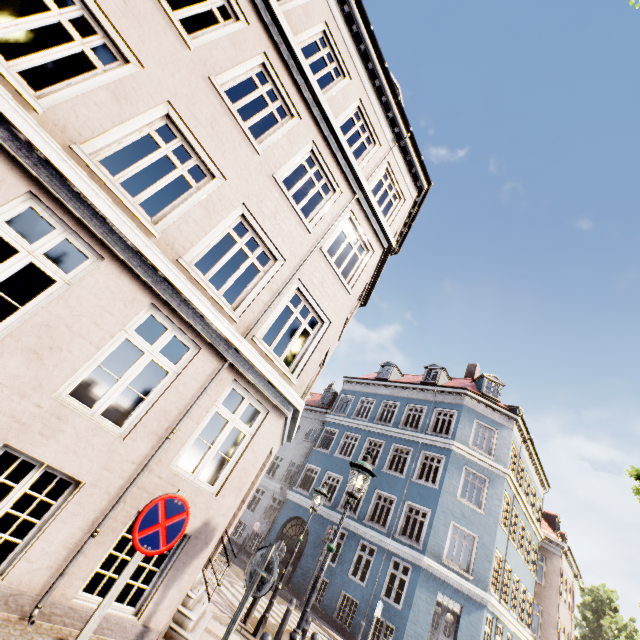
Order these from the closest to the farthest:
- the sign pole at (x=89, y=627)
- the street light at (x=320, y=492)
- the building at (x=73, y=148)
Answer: the sign pole at (x=89, y=627) → the building at (x=73, y=148) → the street light at (x=320, y=492)

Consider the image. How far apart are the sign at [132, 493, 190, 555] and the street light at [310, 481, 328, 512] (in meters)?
7.00

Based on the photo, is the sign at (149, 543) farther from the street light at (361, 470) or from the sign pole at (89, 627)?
the street light at (361, 470)

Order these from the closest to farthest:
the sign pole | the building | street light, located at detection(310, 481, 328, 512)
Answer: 1. the sign pole
2. the building
3. street light, located at detection(310, 481, 328, 512)

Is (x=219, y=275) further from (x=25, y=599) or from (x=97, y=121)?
(x=25, y=599)

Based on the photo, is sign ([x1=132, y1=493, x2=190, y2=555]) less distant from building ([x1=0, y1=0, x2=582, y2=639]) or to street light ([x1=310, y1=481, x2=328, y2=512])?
A: building ([x1=0, y1=0, x2=582, y2=639])

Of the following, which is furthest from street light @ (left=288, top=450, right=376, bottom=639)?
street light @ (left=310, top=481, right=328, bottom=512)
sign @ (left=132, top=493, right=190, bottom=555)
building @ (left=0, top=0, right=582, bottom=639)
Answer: street light @ (left=310, top=481, right=328, bottom=512)

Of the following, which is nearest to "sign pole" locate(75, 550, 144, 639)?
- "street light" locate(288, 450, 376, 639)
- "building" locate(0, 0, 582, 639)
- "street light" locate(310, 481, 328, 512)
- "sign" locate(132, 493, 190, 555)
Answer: "sign" locate(132, 493, 190, 555)
